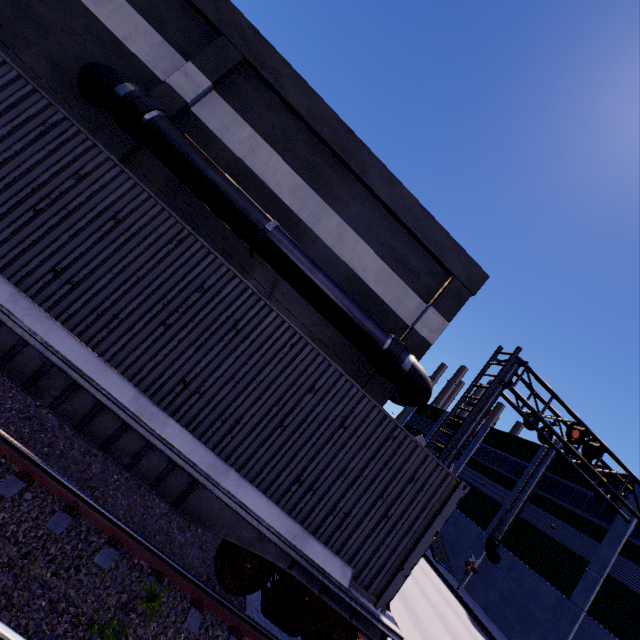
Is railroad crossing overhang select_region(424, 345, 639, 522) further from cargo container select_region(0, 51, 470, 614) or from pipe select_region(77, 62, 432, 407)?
cargo container select_region(0, 51, 470, 614)

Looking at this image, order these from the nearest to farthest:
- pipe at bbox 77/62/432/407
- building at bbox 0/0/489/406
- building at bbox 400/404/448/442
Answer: pipe at bbox 77/62/432/407 < building at bbox 0/0/489/406 < building at bbox 400/404/448/442

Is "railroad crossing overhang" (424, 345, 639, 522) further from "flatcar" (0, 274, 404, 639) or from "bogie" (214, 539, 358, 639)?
"bogie" (214, 539, 358, 639)

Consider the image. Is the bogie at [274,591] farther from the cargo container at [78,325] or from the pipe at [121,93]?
the pipe at [121,93]

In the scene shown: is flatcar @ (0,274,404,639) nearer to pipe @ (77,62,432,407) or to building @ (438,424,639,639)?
building @ (438,424,639,639)

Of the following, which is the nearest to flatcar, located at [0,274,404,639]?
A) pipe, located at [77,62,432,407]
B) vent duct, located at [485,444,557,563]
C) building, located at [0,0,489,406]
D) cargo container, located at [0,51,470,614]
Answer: cargo container, located at [0,51,470,614]

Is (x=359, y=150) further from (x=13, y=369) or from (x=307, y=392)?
(x=13, y=369)

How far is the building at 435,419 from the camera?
46.3m
